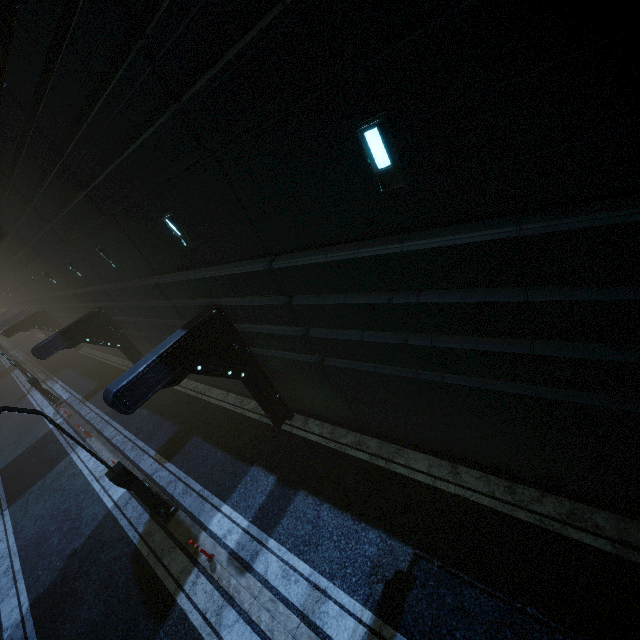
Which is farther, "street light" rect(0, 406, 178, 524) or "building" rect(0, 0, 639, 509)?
"street light" rect(0, 406, 178, 524)

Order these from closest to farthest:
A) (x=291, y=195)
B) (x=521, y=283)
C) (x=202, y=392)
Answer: (x=521, y=283)
(x=291, y=195)
(x=202, y=392)

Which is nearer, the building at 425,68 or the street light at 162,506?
the building at 425,68
